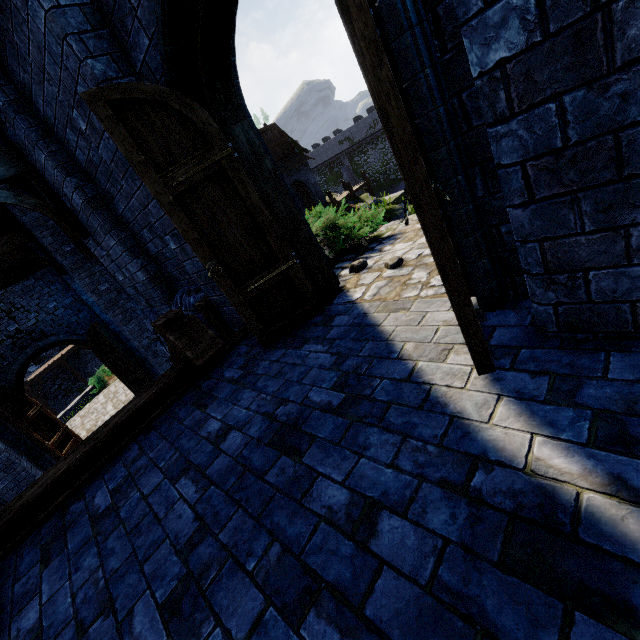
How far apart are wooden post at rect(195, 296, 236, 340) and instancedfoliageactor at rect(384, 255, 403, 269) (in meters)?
2.35

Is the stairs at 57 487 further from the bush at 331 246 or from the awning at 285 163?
the awning at 285 163

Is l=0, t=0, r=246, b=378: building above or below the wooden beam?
above

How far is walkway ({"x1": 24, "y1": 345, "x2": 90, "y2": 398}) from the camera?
25.4m

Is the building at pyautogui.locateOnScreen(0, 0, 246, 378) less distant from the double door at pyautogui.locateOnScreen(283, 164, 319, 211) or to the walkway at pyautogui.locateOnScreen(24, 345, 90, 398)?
the walkway at pyautogui.locateOnScreen(24, 345, 90, 398)

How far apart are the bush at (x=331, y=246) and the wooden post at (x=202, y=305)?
1.3 meters

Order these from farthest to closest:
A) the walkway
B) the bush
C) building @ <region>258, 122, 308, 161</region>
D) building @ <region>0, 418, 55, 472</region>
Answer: building @ <region>258, 122, 308, 161</region> → the walkway → building @ <region>0, 418, 55, 472</region> → the bush

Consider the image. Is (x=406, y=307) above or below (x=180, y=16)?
below
